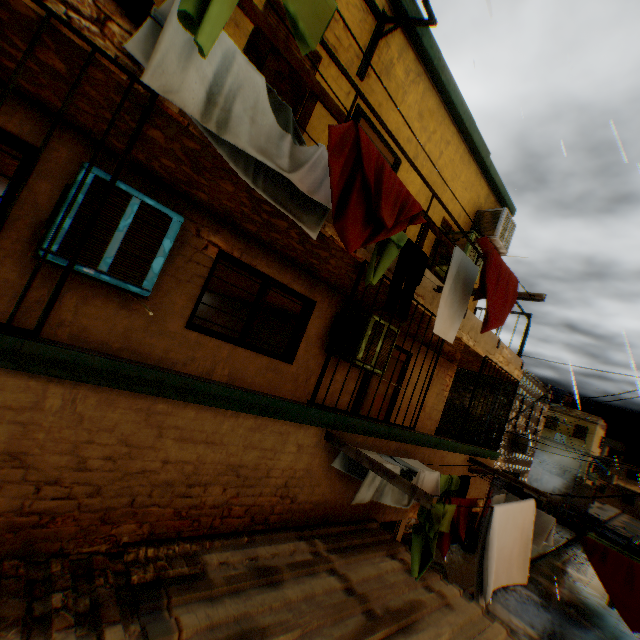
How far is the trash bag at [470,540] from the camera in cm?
1360

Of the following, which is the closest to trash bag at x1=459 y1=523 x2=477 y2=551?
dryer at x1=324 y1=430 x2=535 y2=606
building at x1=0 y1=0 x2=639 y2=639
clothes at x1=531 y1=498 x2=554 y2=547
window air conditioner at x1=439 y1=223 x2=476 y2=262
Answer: building at x1=0 y1=0 x2=639 y2=639

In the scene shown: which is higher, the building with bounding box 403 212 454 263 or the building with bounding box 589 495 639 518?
the building with bounding box 403 212 454 263

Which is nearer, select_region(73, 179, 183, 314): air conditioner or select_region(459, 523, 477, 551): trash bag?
select_region(73, 179, 183, 314): air conditioner

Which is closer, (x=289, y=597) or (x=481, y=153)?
(x=289, y=597)

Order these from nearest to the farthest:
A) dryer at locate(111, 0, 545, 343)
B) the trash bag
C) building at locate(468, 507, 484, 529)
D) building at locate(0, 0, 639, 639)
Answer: dryer at locate(111, 0, 545, 343) < building at locate(0, 0, 639, 639) < building at locate(468, 507, 484, 529) < the trash bag

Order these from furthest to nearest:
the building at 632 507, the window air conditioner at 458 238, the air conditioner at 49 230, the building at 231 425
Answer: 1. the building at 632 507
2. the window air conditioner at 458 238
3. the air conditioner at 49 230
4. the building at 231 425

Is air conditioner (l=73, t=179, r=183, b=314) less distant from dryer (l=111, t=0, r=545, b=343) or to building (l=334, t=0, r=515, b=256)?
building (l=334, t=0, r=515, b=256)
